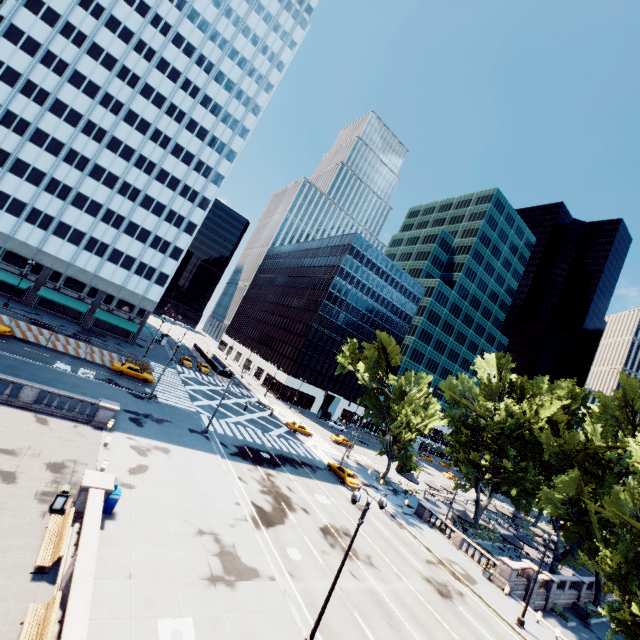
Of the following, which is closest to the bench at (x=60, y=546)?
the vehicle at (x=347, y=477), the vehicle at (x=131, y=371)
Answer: the vehicle at (x=131, y=371)

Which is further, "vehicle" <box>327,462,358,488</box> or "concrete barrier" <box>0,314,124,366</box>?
"vehicle" <box>327,462,358,488</box>

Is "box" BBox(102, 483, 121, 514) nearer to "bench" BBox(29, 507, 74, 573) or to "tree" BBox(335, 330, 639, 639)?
"bench" BBox(29, 507, 74, 573)

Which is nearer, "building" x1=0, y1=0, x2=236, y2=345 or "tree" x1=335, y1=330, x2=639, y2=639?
"tree" x1=335, y1=330, x2=639, y2=639

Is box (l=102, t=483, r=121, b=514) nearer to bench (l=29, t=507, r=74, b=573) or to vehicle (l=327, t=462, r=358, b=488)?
bench (l=29, t=507, r=74, b=573)

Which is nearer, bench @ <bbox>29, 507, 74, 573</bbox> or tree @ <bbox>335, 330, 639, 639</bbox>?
bench @ <bbox>29, 507, 74, 573</bbox>

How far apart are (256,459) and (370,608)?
17.6m

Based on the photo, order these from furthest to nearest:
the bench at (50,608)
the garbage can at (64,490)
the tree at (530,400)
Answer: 1. the tree at (530,400)
2. the garbage can at (64,490)
3. the bench at (50,608)
